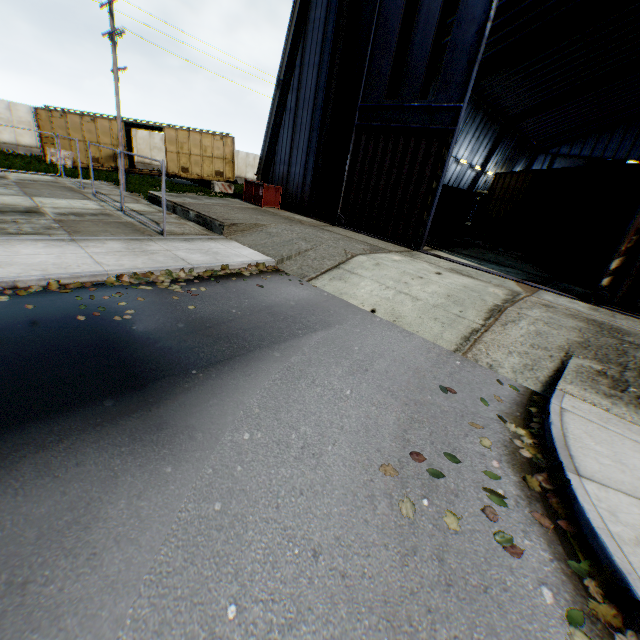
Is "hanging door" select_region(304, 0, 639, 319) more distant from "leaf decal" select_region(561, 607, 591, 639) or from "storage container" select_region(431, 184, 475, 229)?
"leaf decal" select_region(561, 607, 591, 639)

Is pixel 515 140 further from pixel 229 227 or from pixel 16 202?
pixel 16 202

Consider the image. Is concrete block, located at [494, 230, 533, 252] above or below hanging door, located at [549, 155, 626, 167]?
below

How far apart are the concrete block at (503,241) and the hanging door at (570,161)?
35.9m

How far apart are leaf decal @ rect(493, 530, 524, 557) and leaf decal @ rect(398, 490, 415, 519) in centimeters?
72cm

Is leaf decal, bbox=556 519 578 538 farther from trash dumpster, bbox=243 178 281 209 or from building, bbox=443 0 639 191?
trash dumpster, bbox=243 178 281 209

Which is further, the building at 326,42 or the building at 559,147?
the building at 559,147

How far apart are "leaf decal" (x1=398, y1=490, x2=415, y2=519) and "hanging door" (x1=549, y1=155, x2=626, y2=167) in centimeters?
5647cm
